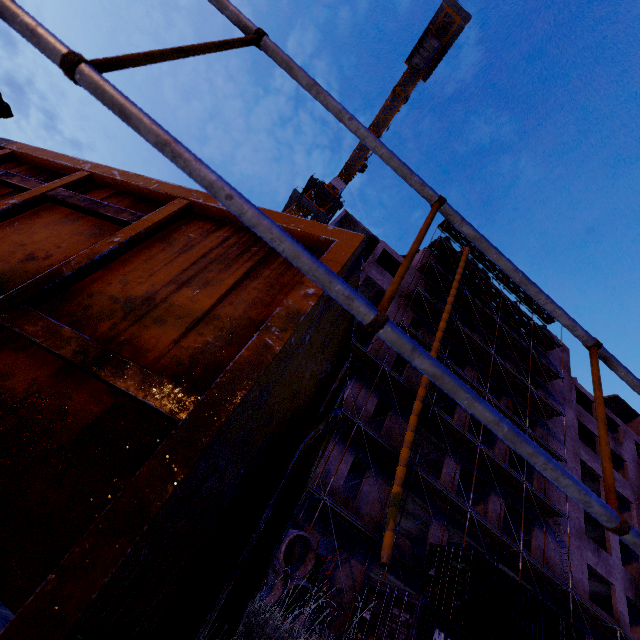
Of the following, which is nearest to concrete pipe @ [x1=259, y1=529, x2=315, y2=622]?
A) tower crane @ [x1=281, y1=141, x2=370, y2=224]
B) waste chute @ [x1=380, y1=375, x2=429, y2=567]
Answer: waste chute @ [x1=380, y1=375, x2=429, y2=567]

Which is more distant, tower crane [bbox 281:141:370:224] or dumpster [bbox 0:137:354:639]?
tower crane [bbox 281:141:370:224]

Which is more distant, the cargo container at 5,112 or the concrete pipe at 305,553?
the concrete pipe at 305,553

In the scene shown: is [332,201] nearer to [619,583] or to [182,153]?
[619,583]

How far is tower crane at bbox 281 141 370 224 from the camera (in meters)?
40.91

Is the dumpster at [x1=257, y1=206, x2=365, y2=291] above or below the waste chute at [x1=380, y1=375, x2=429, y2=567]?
below

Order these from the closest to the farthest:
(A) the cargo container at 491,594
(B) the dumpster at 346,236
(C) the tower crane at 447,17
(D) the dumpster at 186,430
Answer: (D) the dumpster at 186,430
(B) the dumpster at 346,236
(A) the cargo container at 491,594
(C) the tower crane at 447,17

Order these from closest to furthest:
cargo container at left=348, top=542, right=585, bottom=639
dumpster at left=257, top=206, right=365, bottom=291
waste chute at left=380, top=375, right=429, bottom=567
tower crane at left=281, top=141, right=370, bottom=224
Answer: dumpster at left=257, top=206, right=365, bottom=291, cargo container at left=348, top=542, right=585, bottom=639, waste chute at left=380, top=375, right=429, bottom=567, tower crane at left=281, top=141, right=370, bottom=224
